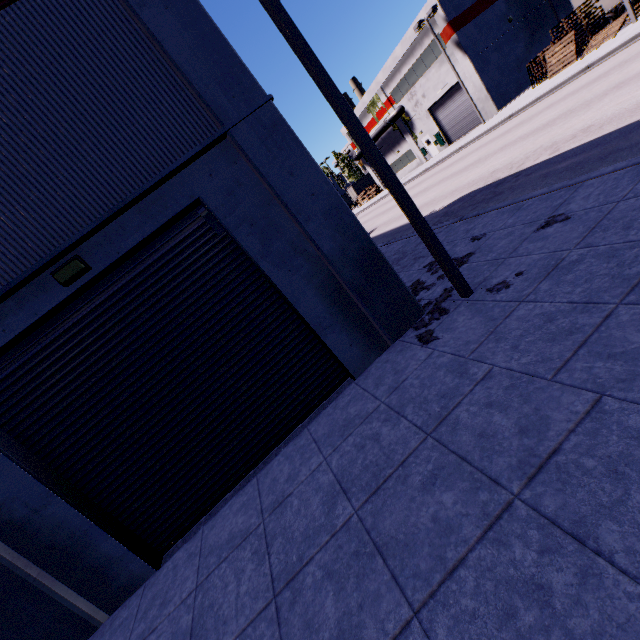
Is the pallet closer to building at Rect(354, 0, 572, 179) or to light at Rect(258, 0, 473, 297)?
building at Rect(354, 0, 572, 179)

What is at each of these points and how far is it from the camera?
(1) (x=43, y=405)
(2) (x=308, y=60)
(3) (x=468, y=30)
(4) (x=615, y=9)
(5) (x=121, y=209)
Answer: (1) roll-up door, 5.4 meters
(2) light, 4.9 meters
(3) building, 27.8 meters
(4) semi trailer, 24.3 meters
(5) building, 5.0 meters

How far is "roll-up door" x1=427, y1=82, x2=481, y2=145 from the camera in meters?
31.2

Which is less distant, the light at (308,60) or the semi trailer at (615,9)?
the light at (308,60)

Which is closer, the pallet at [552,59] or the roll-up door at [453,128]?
the pallet at [552,59]

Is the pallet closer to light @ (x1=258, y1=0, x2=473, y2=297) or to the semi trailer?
the semi trailer

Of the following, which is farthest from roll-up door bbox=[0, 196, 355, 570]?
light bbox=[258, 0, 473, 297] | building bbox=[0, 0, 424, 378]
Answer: light bbox=[258, 0, 473, 297]

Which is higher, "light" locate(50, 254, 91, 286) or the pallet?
"light" locate(50, 254, 91, 286)
